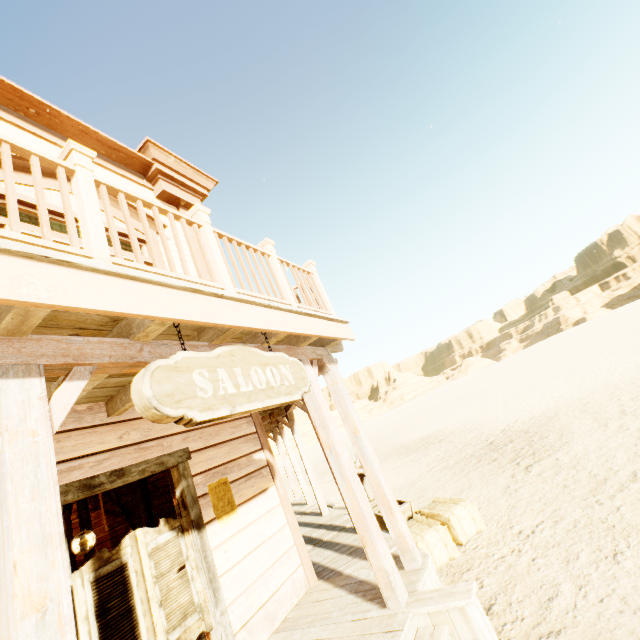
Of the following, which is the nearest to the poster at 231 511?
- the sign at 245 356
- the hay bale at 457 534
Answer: the sign at 245 356

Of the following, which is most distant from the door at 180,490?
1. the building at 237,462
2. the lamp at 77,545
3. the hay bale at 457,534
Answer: the lamp at 77,545

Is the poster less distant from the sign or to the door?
the door

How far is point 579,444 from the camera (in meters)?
6.34

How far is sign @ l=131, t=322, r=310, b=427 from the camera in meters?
1.9

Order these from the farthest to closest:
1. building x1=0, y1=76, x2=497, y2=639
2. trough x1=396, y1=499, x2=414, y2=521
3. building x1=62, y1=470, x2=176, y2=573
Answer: trough x1=396, y1=499, x2=414, y2=521 → building x1=62, y1=470, x2=176, y2=573 → building x1=0, y1=76, x2=497, y2=639

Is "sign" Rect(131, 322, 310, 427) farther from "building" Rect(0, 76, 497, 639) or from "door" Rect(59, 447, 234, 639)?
"door" Rect(59, 447, 234, 639)

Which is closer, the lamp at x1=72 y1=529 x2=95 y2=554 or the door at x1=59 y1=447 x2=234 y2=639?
the door at x1=59 y1=447 x2=234 y2=639
